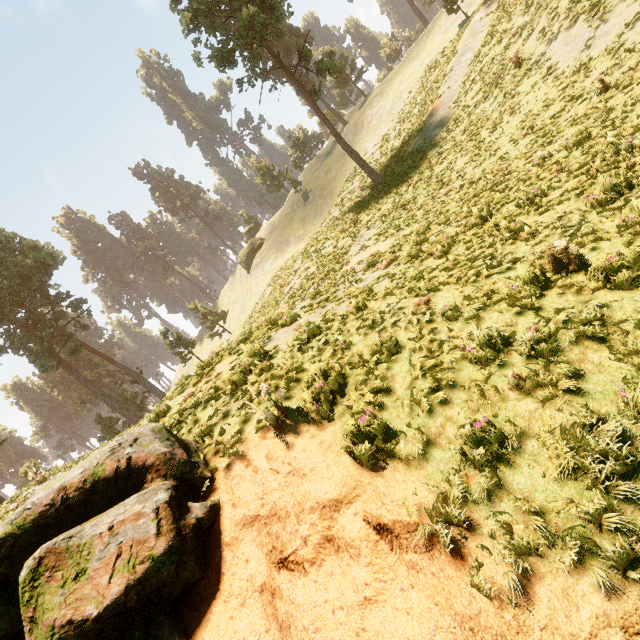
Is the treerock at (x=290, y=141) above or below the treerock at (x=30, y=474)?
above

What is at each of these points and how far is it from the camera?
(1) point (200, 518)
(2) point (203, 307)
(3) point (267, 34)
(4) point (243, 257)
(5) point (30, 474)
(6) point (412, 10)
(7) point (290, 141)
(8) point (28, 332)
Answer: (1) rock, 4.04m
(2) treerock, 47.09m
(3) treerock, 26.00m
(4) treerock, 53.75m
(5) treerock, 16.06m
(6) treerock, 49.94m
(7) treerock, 59.22m
(8) treerock, 35.81m

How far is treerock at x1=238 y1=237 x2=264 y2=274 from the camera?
52.3m

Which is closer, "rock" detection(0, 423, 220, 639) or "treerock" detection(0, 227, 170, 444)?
"rock" detection(0, 423, 220, 639)

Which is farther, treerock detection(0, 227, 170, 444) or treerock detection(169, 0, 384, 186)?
treerock detection(0, 227, 170, 444)

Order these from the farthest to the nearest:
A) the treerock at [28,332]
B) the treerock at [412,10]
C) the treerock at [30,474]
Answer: the treerock at [412,10]
the treerock at [28,332]
the treerock at [30,474]
